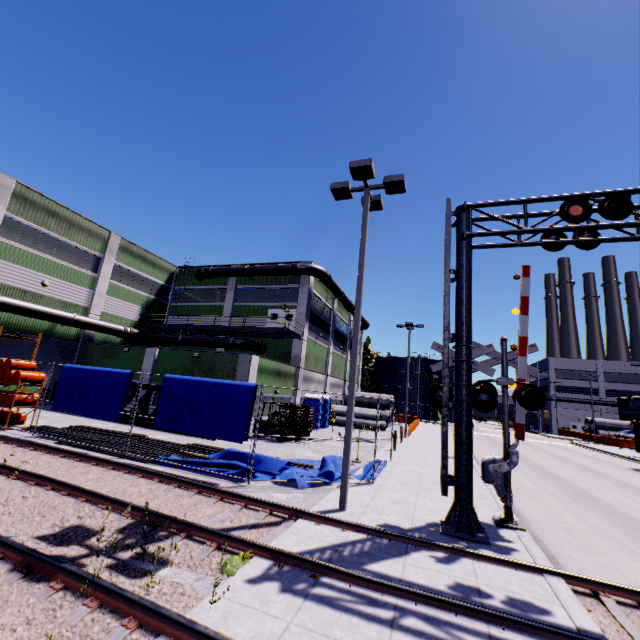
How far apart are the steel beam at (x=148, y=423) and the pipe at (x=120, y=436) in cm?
152

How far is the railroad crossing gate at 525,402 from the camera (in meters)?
8.70

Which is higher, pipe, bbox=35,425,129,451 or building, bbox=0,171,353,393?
building, bbox=0,171,353,393

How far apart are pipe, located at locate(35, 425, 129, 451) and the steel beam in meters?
1.5 m

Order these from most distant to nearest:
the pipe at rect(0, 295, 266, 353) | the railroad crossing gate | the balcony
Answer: the balcony
the pipe at rect(0, 295, 266, 353)
the railroad crossing gate

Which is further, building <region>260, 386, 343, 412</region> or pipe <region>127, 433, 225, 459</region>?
building <region>260, 386, 343, 412</region>

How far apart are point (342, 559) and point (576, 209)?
9.61m

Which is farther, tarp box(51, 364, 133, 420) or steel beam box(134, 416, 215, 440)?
steel beam box(134, 416, 215, 440)
